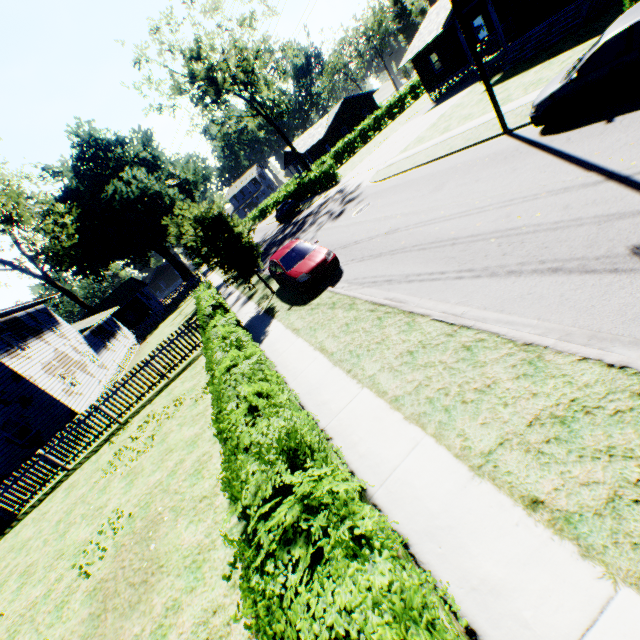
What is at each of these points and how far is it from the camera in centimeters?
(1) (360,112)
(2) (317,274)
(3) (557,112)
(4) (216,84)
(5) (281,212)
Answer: (1) house, 5206cm
(2) car, 1160cm
(3) car, 927cm
(4) tree, 3447cm
(5) car, 3616cm

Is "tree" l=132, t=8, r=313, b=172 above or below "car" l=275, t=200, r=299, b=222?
above

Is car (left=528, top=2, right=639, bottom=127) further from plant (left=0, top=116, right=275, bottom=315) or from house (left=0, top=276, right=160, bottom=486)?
house (left=0, top=276, right=160, bottom=486)

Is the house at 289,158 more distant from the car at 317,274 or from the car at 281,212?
the car at 317,274

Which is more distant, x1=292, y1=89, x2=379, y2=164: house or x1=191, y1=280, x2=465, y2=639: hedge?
x1=292, y1=89, x2=379, y2=164: house

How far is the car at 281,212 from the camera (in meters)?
35.19

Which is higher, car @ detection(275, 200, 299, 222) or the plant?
the plant

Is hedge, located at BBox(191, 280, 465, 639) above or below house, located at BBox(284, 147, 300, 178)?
below
